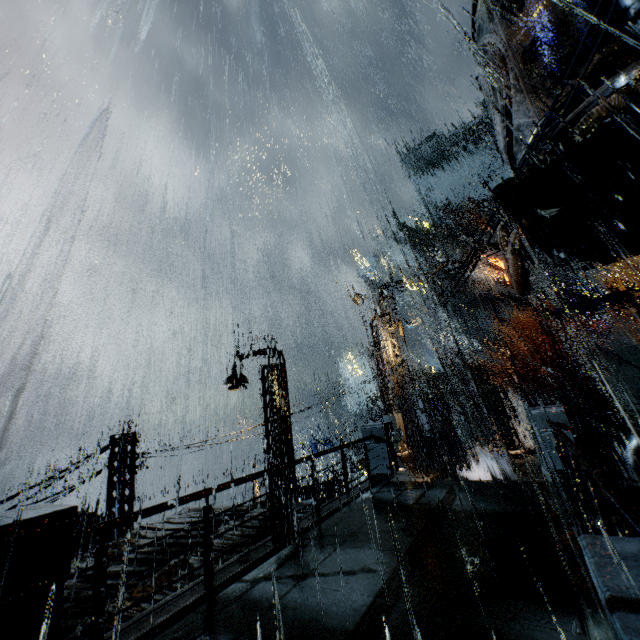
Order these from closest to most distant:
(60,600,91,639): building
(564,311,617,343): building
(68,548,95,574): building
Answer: (60,600,91,639): building → (68,548,95,574): building → (564,311,617,343): building

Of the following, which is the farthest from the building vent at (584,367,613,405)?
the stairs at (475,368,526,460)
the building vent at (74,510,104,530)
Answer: the building vent at (74,510,104,530)

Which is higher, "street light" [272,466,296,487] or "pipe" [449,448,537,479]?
"street light" [272,466,296,487]

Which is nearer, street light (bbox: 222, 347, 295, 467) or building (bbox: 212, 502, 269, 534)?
building (bbox: 212, 502, 269, 534)

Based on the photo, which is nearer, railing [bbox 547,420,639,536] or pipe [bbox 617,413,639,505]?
railing [bbox 547,420,639,536]

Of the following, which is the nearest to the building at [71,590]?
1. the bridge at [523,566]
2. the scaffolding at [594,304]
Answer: the bridge at [523,566]

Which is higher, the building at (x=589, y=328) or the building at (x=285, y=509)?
the building at (x=589, y=328)

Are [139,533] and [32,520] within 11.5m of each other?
yes
